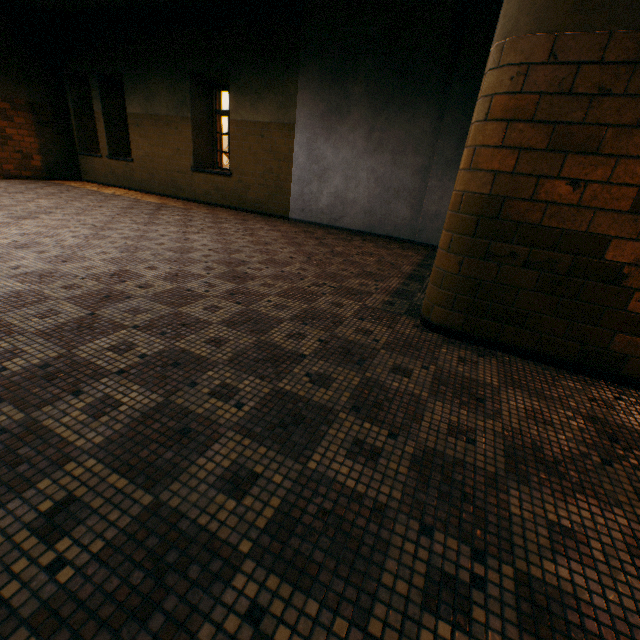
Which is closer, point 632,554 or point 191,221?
point 632,554
